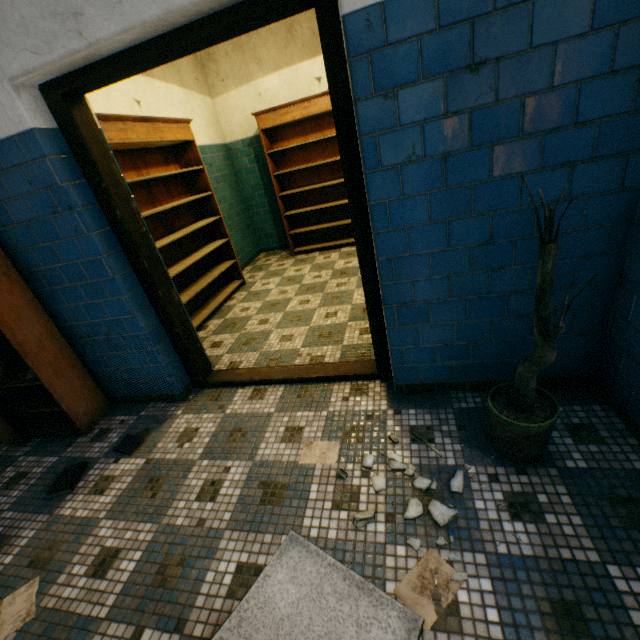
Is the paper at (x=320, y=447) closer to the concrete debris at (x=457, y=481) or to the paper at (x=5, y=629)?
the concrete debris at (x=457, y=481)

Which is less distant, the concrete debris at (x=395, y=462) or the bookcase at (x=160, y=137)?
the concrete debris at (x=395, y=462)

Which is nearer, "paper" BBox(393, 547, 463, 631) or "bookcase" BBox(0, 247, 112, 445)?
"paper" BBox(393, 547, 463, 631)

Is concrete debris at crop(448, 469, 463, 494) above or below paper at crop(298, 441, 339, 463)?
above

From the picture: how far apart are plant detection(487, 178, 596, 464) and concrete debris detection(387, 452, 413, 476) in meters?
0.4

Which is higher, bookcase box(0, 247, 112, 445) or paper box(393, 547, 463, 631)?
bookcase box(0, 247, 112, 445)

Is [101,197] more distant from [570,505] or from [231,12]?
[570,505]

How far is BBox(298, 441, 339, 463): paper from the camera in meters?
1.8
